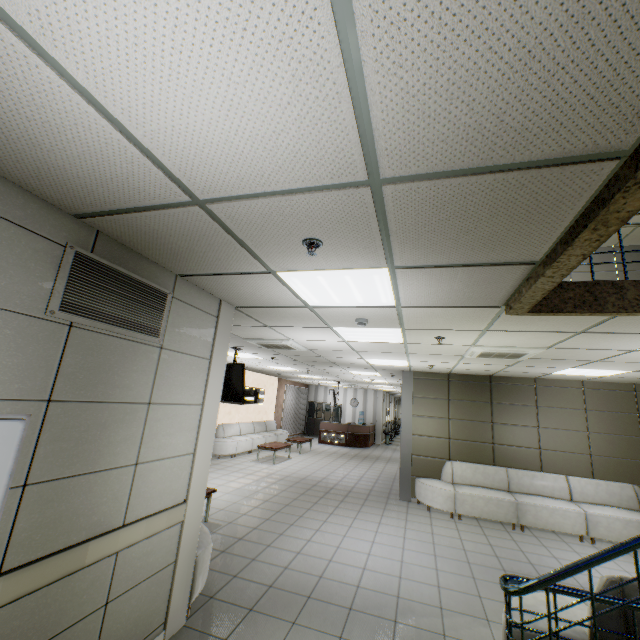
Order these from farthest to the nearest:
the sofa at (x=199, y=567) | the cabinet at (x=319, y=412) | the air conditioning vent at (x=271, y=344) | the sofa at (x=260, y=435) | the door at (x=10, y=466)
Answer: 1. the cabinet at (x=319, y=412)
2. the sofa at (x=260, y=435)
3. the air conditioning vent at (x=271, y=344)
4. the sofa at (x=199, y=567)
5. the door at (x=10, y=466)

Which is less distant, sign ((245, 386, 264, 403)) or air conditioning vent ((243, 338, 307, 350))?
air conditioning vent ((243, 338, 307, 350))

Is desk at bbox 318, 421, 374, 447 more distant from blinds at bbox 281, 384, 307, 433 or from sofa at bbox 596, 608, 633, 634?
sofa at bbox 596, 608, 633, 634

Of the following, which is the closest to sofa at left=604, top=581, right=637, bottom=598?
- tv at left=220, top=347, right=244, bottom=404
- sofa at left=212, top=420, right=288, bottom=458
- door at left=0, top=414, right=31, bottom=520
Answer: door at left=0, top=414, right=31, bottom=520

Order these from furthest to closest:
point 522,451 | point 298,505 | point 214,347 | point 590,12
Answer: point 522,451 → point 298,505 → point 214,347 → point 590,12

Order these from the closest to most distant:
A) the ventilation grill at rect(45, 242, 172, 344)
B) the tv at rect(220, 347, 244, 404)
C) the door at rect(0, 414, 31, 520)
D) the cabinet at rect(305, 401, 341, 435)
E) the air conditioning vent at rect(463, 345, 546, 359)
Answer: the door at rect(0, 414, 31, 520), the ventilation grill at rect(45, 242, 172, 344), the air conditioning vent at rect(463, 345, 546, 359), the tv at rect(220, 347, 244, 404), the cabinet at rect(305, 401, 341, 435)

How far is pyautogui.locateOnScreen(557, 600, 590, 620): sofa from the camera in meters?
2.6

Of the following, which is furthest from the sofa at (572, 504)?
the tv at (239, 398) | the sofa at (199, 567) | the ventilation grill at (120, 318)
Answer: the ventilation grill at (120, 318)
